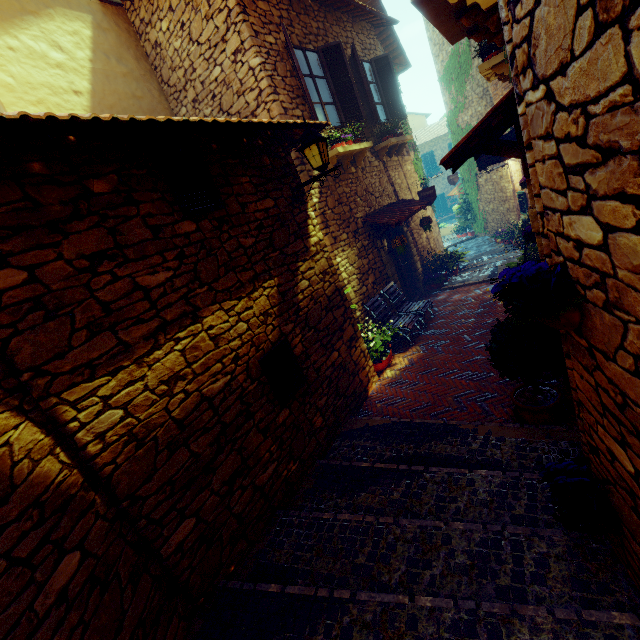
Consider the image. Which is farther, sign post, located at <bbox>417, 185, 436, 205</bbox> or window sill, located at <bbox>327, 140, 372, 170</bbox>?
sign post, located at <bbox>417, 185, 436, 205</bbox>

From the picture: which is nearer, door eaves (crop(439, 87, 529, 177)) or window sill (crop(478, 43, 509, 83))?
door eaves (crop(439, 87, 529, 177))

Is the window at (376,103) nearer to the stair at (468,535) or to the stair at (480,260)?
the stair at (480,260)

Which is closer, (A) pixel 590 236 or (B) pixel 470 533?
(A) pixel 590 236

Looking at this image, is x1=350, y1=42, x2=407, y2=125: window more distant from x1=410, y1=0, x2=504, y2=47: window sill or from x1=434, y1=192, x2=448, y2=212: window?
x1=434, y1=192, x2=448, y2=212: window

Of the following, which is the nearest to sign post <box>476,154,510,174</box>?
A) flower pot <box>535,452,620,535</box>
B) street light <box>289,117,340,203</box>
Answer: street light <box>289,117,340,203</box>

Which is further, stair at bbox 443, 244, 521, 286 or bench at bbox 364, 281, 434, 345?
stair at bbox 443, 244, 521, 286

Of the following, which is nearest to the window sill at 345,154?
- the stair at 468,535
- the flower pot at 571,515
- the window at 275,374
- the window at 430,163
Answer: the window at 275,374
